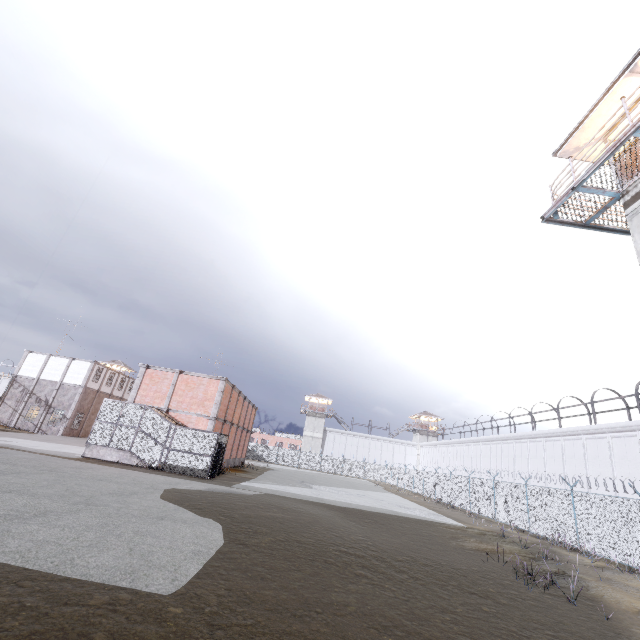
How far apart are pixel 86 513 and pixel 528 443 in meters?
39.2 m

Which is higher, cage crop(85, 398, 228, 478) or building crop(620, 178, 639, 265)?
building crop(620, 178, 639, 265)

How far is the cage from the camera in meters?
21.2 m

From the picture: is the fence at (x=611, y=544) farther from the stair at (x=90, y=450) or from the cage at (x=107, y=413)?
the stair at (x=90, y=450)

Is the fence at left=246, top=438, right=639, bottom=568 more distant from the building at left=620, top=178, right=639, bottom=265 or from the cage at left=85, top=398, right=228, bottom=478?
the cage at left=85, top=398, right=228, bottom=478

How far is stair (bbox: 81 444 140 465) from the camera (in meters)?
21.11

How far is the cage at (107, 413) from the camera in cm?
2122

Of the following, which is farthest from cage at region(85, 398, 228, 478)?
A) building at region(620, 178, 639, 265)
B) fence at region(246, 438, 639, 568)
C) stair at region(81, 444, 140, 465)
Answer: building at region(620, 178, 639, 265)
